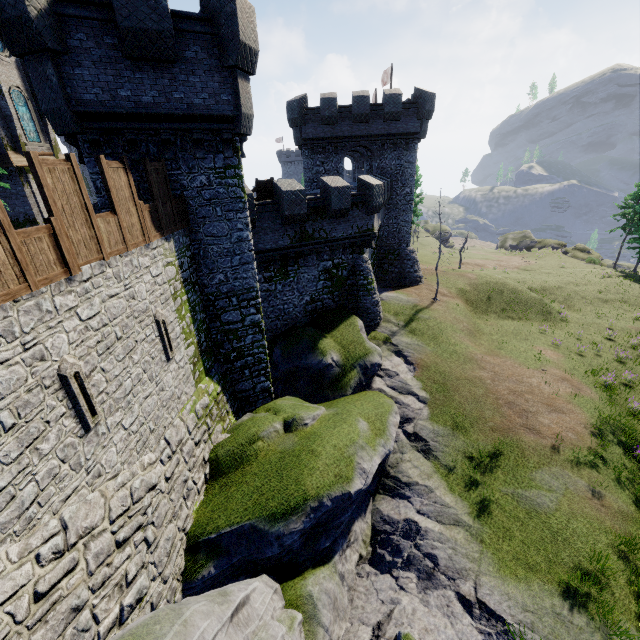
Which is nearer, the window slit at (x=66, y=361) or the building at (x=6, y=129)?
the window slit at (x=66, y=361)

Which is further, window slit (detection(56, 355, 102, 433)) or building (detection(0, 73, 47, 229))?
building (detection(0, 73, 47, 229))

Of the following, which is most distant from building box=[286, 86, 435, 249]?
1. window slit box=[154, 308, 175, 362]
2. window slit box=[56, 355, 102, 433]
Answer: window slit box=[56, 355, 102, 433]

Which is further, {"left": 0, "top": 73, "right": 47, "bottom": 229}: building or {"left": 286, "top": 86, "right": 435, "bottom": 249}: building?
{"left": 286, "top": 86, "right": 435, "bottom": 249}: building

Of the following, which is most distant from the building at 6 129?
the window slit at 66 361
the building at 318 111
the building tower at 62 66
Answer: the window slit at 66 361

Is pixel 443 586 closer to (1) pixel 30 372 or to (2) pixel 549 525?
(2) pixel 549 525

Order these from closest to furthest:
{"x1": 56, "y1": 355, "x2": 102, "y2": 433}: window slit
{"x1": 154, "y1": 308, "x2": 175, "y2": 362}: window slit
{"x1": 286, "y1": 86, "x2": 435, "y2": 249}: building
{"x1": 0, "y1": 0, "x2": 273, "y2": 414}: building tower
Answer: {"x1": 56, "y1": 355, "x2": 102, "y2": 433}: window slit < {"x1": 0, "y1": 0, "x2": 273, "y2": 414}: building tower < {"x1": 154, "y1": 308, "x2": 175, "y2": 362}: window slit < {"x1": 286, "y1": 86, "x2": 435, "y2": 249}: building

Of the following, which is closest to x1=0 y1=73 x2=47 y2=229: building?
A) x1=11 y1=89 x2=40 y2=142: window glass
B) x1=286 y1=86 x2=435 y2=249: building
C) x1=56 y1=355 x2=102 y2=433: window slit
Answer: x1=11 y1=89 x2=40 y2=142: window glass
